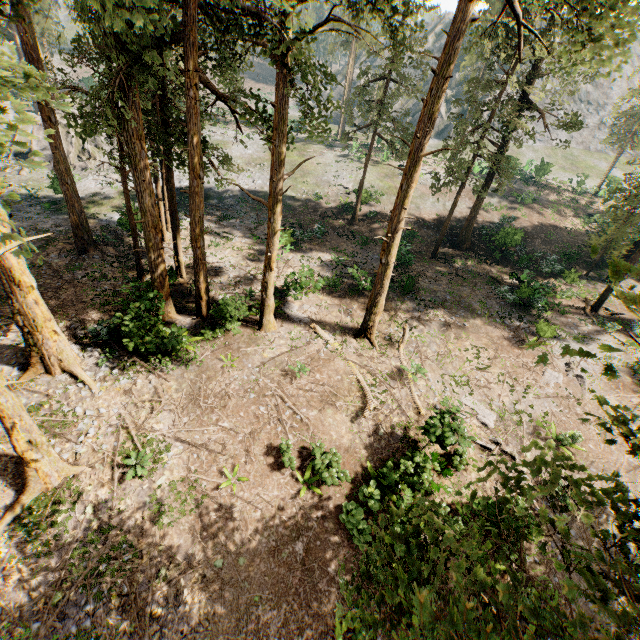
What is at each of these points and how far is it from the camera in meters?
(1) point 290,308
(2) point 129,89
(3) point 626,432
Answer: (1) foliage, 20.1
(2) foliage, 11.6
(3) foliage, 3.7

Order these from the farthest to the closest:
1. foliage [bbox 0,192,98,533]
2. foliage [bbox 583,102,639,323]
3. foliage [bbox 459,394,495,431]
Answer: foliage [bbox 459,394,495,431], foliage [bbox 0,192,98,533], foliage [bbox 583,102,639,323]

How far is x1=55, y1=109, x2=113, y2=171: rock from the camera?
33.56m

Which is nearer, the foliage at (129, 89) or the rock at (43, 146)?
the foliage at (129, 89)

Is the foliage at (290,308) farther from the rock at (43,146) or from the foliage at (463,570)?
the rock at (43,146)

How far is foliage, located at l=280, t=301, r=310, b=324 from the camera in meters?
19.6

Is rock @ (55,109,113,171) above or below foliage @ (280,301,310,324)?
above

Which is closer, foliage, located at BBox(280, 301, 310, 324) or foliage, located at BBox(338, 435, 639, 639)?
foliage, located at BBox(338, 435, 639, 639)
